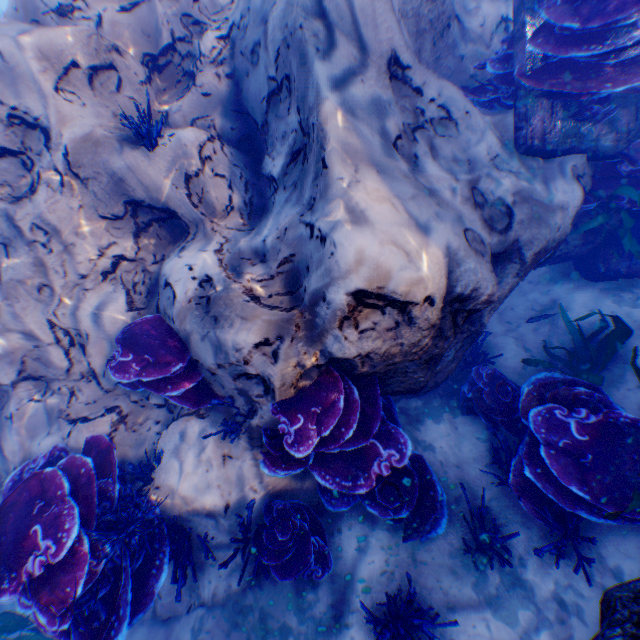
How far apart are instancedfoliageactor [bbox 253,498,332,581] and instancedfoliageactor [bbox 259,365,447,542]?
0.2m

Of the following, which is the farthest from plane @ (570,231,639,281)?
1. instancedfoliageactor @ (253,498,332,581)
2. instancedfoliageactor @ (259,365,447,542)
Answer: instancedfoliageactor @ (253,498,332,581)

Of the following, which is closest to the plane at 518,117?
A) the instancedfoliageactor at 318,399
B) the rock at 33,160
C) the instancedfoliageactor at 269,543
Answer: the rock at 33,160

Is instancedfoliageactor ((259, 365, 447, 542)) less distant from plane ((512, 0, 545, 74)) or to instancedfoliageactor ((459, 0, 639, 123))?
instancedfoliageactor ((459, 0, 639, 123))

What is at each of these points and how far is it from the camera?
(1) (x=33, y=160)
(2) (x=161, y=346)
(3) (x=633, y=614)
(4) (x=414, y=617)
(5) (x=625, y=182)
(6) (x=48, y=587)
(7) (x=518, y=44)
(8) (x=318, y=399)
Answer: (1) rock, 3.7m
(2) instancedfoliageactor, 3.5m
(3) rock, 1.7m
(4) instancedfoliageactor, 2.8m
(5) instancedfoliageactor, 4.7m
(6) instancedfoliageactor, 2.7m
(7) plane, 4.3m
(8) instancedfoliageactor, 3.1m

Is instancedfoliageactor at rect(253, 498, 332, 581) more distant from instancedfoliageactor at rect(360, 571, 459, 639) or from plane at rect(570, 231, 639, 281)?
plane at rect(570, 231, 639, 281)

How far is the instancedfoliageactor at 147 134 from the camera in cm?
331

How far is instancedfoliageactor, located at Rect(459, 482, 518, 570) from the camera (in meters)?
2.89
